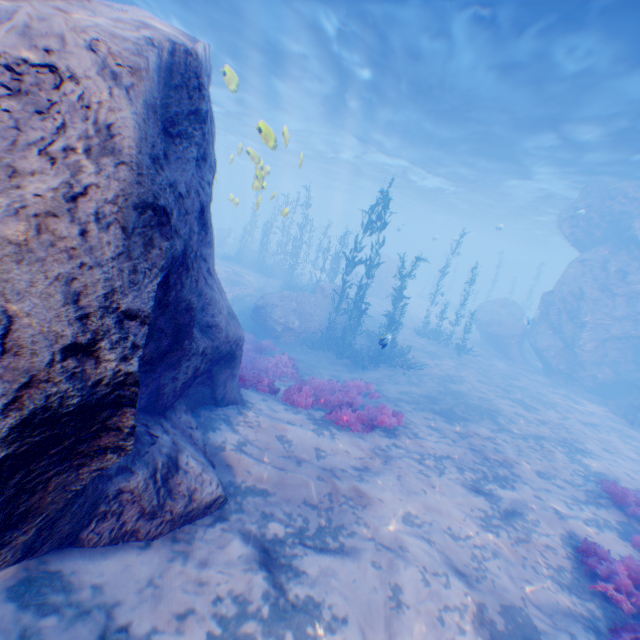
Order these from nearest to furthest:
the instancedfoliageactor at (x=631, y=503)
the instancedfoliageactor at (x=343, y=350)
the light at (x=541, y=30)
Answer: the instancedfoliageactor at (x=631, y=503), the light at (x=541, y=30), the instancedfoliageactor at (x=343, y=350)

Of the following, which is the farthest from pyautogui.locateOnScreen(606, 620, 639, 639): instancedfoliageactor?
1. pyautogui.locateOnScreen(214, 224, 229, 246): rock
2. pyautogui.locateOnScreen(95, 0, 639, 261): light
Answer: pyautogui.locateOnScreen(214, 224, 229, 246): rock

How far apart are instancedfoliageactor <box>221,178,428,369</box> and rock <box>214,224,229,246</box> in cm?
1847

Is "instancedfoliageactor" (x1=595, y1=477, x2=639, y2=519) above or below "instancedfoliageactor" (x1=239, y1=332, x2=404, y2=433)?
above

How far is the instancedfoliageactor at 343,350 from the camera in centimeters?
1540cm

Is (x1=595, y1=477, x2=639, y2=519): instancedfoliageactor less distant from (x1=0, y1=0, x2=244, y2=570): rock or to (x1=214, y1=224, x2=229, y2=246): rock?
(x1=0, y1=0, x2=244, y2=570): rock

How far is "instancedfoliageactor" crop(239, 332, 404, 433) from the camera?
8.7 meters

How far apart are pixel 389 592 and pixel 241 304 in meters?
17.6 m
